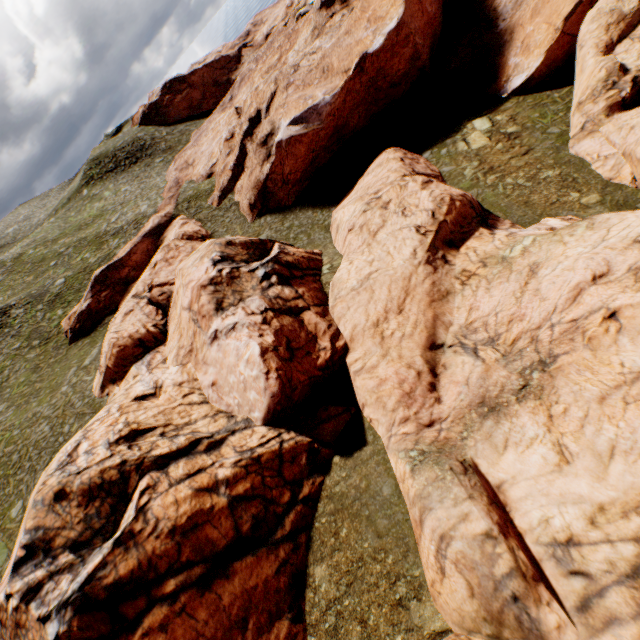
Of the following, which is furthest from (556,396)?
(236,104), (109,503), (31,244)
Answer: (31,244)
